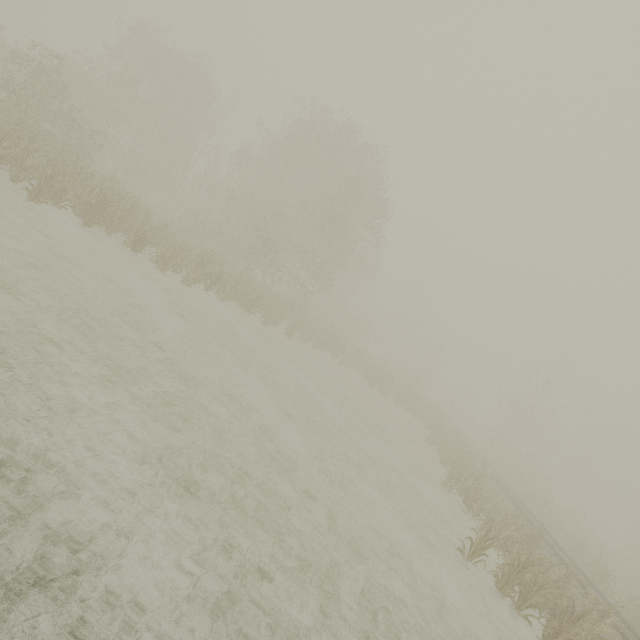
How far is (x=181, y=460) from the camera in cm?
600
